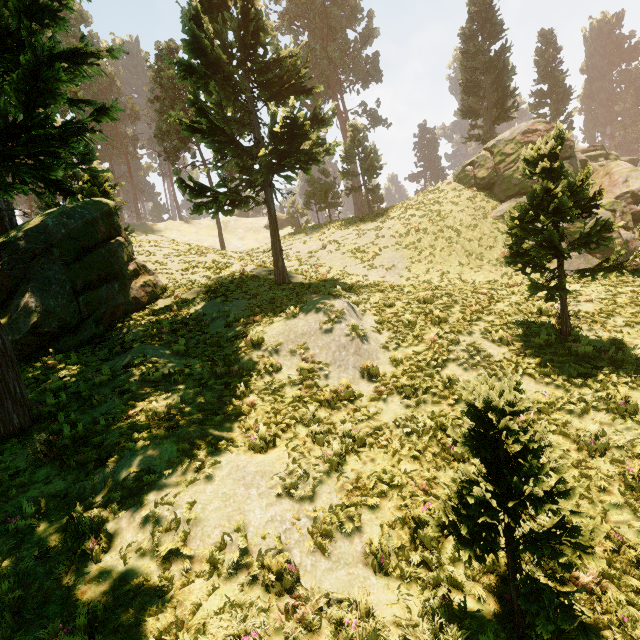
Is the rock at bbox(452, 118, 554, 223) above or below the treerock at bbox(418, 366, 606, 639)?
above

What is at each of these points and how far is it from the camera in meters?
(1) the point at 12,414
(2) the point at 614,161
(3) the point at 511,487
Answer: (1) treerock, 7.7 m
(2) rock, 22.7 m
(3) treerock, 4.1 m

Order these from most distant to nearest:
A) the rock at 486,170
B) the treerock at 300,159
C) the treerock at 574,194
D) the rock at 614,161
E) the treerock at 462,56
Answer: the treerock at 462,56
the rock at 486,170
the rock at 614,161
the treerock at 300,159
the treerock at 574,194

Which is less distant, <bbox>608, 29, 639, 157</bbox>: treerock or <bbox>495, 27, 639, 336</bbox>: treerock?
<bbox>495, 27, 639, 336</bbox>: treerock

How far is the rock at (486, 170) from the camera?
21.5 meters

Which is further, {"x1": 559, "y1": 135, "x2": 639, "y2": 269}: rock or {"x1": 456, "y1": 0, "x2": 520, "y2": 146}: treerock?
{"x1": 456, "y1": 0, "x2": 520, "y2": 146}: treerock

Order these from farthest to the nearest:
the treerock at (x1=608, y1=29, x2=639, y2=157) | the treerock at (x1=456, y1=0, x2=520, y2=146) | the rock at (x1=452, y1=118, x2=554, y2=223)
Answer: the treerock at (x1=608, y1=29, x2=639, y2=157), the treerock at (x1=456, y1=0, x2=520, y2=146), the rock at (x1=452, y1=118, x2=554, y2=223)

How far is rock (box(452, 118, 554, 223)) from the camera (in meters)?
21.55
